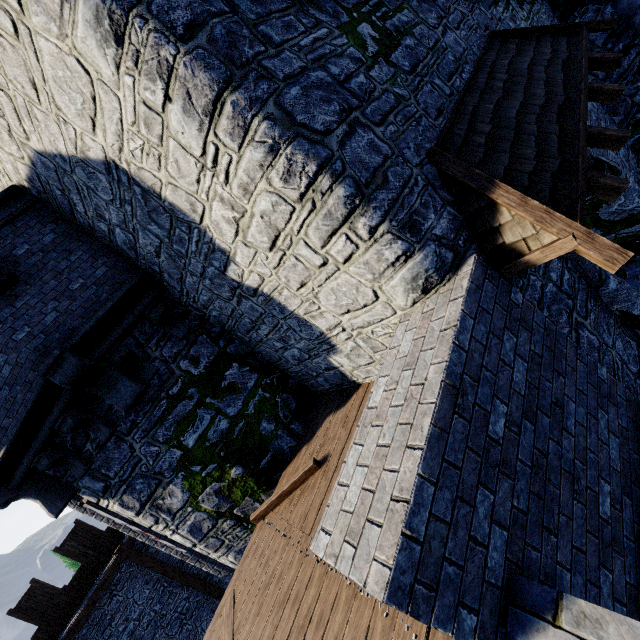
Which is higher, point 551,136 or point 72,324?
point 72,324

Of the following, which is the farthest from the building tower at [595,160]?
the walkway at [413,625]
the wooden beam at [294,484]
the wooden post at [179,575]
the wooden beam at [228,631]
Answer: the wooden post at [179,575]

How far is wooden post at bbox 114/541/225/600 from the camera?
12.66m

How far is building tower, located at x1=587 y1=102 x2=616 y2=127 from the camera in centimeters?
710cm

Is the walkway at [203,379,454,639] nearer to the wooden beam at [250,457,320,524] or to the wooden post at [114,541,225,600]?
the wooden beam at [250,457,320,524]

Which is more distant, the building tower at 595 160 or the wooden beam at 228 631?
the building tower at 595 160

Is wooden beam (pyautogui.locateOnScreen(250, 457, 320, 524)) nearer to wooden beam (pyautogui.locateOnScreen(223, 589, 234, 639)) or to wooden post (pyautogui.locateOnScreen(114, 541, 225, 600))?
wooden beam (pyautogui.locateOnScreen(223, 589, 234, 639))

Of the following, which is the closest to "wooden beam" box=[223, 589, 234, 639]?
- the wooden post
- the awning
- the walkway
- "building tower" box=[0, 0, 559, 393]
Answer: the walkway
